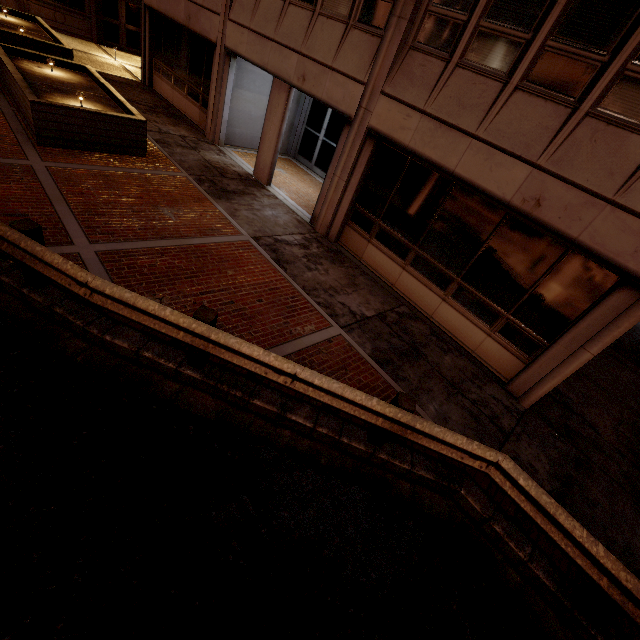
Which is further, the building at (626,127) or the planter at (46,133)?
the planter at (46,133)

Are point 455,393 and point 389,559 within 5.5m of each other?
yes

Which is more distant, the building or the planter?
the planter
